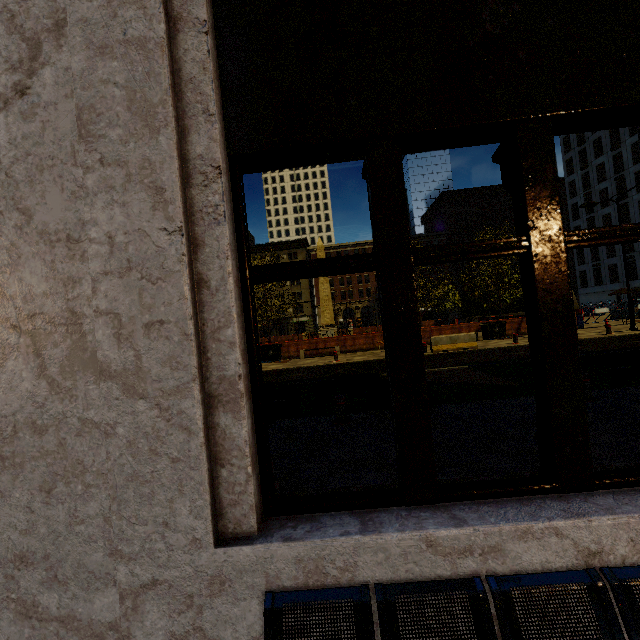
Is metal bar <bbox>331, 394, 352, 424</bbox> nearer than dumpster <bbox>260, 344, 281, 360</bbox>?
Yes

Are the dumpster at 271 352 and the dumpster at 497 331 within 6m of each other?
no

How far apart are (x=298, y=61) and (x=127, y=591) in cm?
295

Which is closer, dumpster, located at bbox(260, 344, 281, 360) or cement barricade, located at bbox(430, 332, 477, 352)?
cement barricade, located at bbox(430, 332, 477, 352)

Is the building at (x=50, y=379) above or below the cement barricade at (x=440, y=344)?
above

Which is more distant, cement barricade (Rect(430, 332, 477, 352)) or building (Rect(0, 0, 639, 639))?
cement barricade (Rect(430, 332, 477, 352))

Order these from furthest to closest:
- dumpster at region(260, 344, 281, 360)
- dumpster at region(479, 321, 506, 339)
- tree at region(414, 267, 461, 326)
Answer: tree at region(414, 267, 461, 326), dumpster at region(260, 344, 281, 360), dumpster at region(479, 321, 506, 339)

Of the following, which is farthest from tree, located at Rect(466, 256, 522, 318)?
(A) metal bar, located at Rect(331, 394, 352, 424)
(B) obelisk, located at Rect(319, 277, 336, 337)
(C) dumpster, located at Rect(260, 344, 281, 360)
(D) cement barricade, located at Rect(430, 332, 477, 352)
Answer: (D) cement barricade, located at Rect(430, 332, 477, 352)
